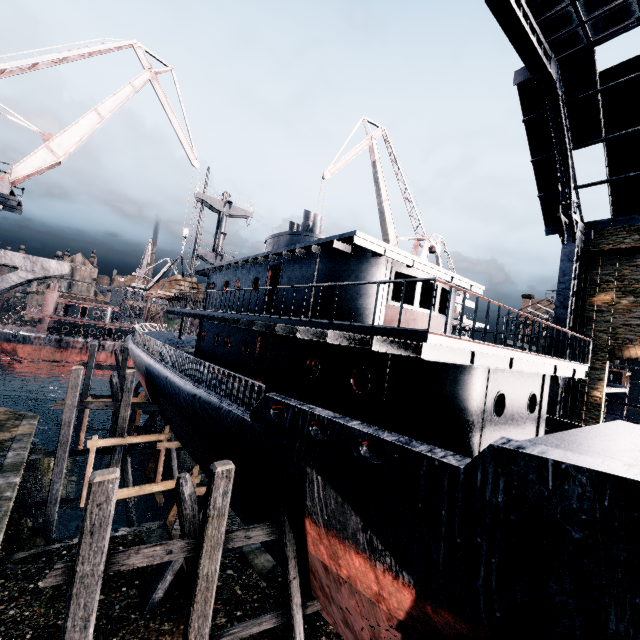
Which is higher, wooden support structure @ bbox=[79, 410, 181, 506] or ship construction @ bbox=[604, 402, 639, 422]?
ship construction @ bbox=[604, 402, 639, 422]

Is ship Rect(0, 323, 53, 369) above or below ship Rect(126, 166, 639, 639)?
below

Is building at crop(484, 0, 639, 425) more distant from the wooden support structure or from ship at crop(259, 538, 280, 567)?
the wooden support structure

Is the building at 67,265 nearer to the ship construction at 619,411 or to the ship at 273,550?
the ship construction at 619,411

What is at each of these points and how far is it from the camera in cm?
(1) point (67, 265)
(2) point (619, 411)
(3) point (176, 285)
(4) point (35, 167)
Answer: (1) building, 493
(2) ship construction, 3141
(3) wood pile, 2212
(4) crane, 1955

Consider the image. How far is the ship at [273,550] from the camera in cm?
1121

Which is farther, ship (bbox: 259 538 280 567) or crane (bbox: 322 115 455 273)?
crane (bbox: 322 115 455 273)

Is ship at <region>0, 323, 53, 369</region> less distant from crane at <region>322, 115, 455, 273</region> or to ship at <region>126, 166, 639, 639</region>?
ship at <region>126, 166, 639, 639</region>
